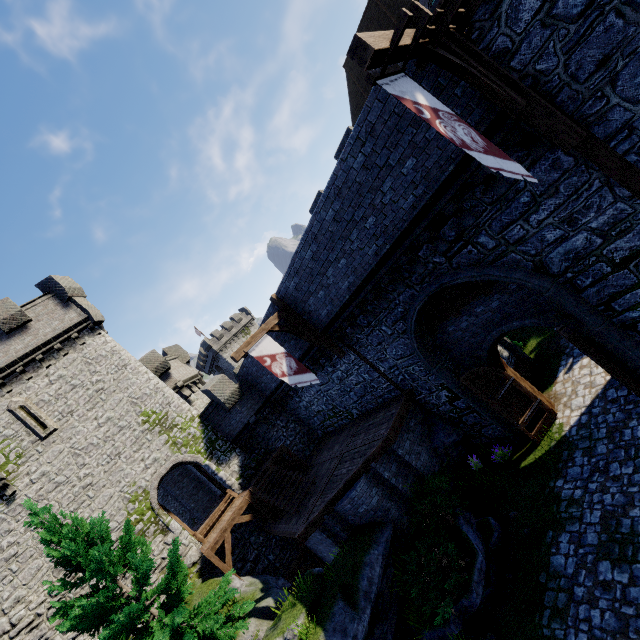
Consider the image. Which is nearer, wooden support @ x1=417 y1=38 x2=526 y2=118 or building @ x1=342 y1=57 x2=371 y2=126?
wooden support @ x1=417 y1=38 x2=526 y2=118

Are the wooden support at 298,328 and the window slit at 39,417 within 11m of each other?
no

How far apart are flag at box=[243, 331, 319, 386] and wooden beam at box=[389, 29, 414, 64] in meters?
9.2

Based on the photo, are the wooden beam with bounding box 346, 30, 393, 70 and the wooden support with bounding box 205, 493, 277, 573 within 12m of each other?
no

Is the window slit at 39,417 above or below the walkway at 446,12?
above

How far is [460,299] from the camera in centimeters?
1084cm

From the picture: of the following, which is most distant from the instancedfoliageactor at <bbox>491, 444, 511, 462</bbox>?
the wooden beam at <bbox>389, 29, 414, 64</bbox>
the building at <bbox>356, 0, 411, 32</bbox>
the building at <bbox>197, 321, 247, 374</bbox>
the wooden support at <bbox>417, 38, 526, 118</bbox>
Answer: the building at <bbox>197, 321, 247, 374</bbox>

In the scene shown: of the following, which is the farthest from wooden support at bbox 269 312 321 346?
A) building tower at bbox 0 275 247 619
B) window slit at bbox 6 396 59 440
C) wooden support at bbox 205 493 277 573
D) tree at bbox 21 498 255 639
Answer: window slit at bbox 6 396 59 440
